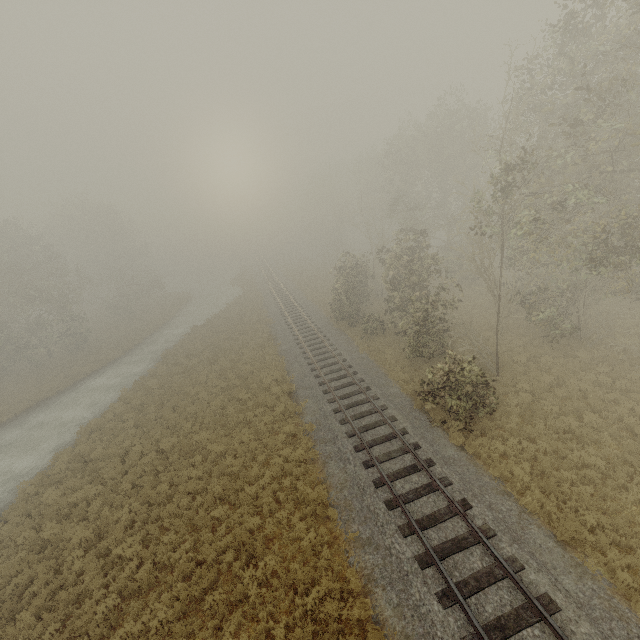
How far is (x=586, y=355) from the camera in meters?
17.1 m
